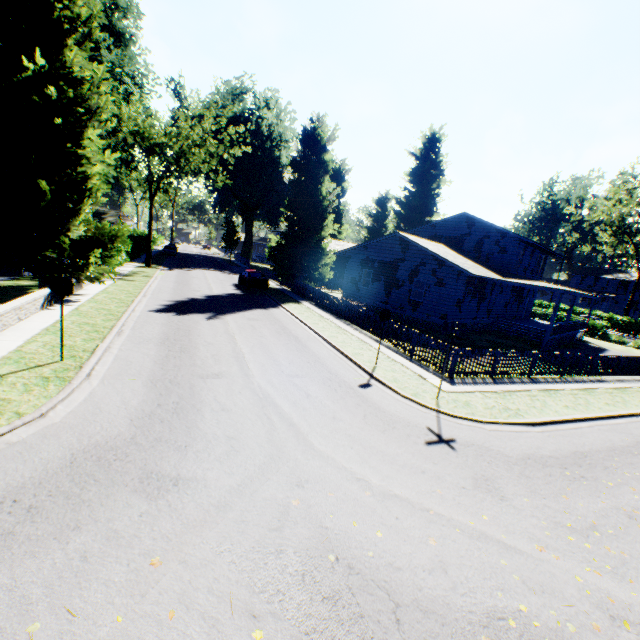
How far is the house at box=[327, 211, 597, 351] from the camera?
22.5m

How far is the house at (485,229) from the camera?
22.5 meters

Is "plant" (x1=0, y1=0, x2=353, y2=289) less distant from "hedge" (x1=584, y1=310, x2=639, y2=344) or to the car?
the car

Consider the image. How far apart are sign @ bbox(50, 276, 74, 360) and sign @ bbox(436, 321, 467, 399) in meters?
10.5 m

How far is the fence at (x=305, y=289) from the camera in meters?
18.6 m

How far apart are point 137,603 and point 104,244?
17.50m

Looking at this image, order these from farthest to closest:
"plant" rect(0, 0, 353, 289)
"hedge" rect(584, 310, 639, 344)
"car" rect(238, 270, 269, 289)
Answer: "hedge" rect(584, 310, 639, 344) < "car" rect(238, 270, 269, 289) < "plant" rect(0, 0, 353, 289)

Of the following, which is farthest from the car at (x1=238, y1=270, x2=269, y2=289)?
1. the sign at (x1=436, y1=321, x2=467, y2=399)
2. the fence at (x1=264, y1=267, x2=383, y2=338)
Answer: the sign at (x1=436, y1=321, x2=467, y2=399)
